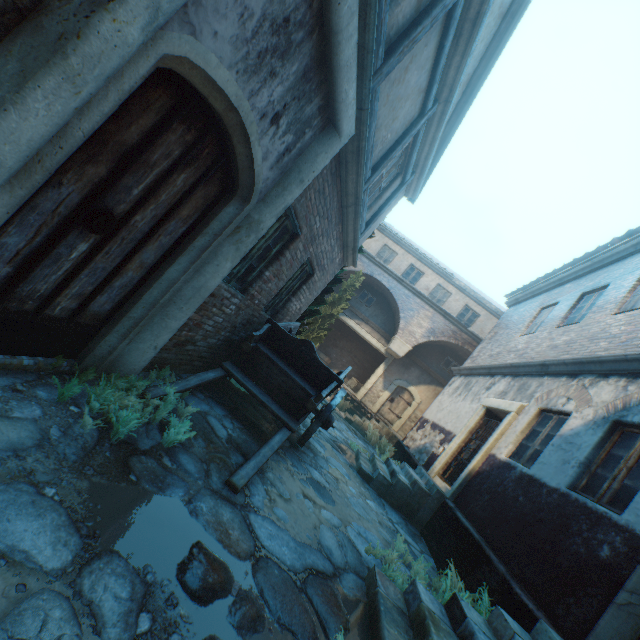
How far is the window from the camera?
19.3m

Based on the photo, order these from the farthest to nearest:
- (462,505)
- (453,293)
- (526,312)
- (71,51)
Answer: (453,293), (526,312), (462,505), (71,51)

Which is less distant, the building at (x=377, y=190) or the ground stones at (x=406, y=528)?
the ground stones at (x=406, y=528)

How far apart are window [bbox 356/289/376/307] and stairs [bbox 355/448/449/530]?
10.87m

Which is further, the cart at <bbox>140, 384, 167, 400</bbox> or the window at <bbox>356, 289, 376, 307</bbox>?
the window at <bbox>356, 289, 376, 307</bbox>

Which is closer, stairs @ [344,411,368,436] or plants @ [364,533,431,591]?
plants @ [364,533,431,591]

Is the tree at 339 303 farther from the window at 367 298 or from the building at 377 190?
the window at 367 298

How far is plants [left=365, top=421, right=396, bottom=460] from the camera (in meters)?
9.61
